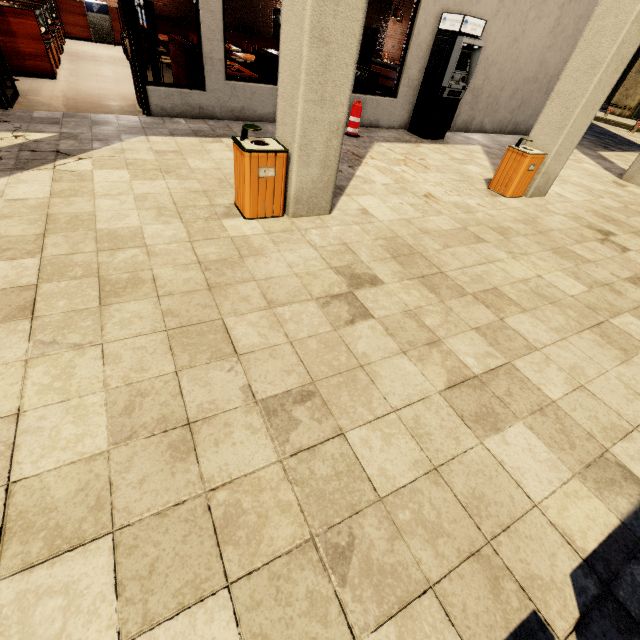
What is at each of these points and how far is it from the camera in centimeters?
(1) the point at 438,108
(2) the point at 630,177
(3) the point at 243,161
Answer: (1) atm, 820cm
(2) building, 850cm
(3) trash bin, 349cm

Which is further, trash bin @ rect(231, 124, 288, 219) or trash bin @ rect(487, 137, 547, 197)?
trash bin @ rect(487, 137, 547, 197)

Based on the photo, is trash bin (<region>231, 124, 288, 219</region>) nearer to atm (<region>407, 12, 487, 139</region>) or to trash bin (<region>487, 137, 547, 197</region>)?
trash bin (<region>487, 137, 547, 197</region>)

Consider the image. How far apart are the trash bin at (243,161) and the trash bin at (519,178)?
4.5m

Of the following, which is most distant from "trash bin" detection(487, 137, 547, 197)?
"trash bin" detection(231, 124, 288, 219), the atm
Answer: "trash bin" detection(231, 124, 288, 219)

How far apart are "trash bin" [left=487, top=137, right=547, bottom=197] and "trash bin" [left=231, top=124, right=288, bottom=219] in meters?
4.5 m

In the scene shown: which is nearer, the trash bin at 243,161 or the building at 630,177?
the trash bin at 243,161

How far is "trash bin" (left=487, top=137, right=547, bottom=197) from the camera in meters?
5.6 m
